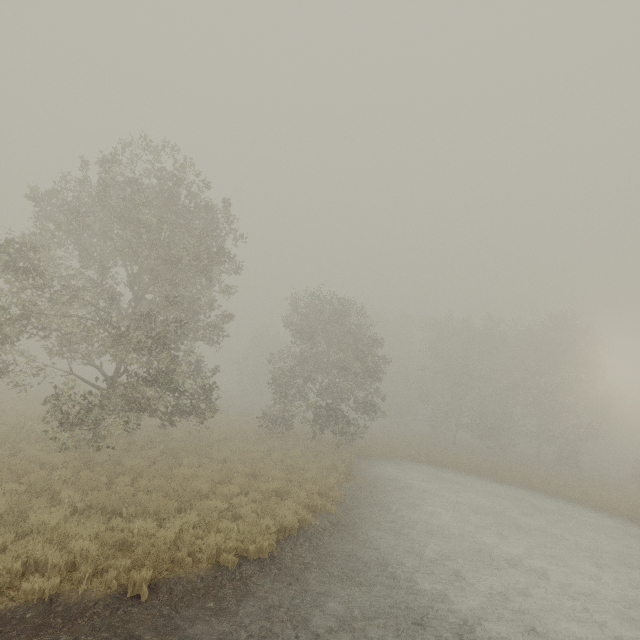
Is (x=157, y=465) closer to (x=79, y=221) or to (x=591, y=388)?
(x=79, y=221)
